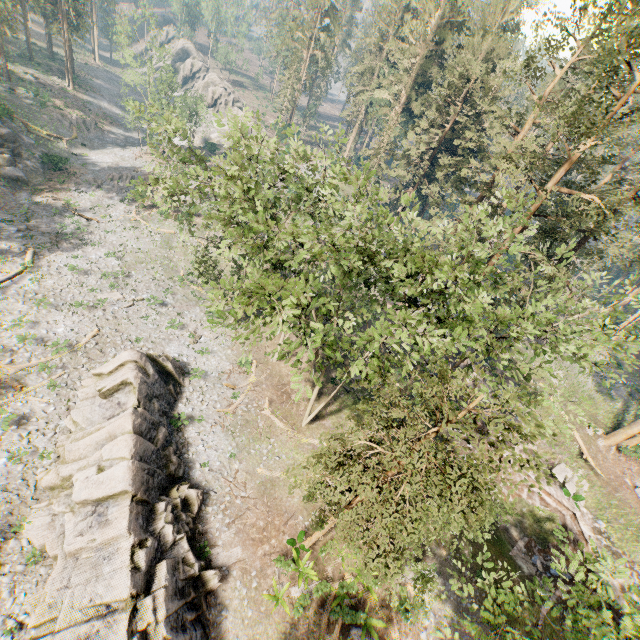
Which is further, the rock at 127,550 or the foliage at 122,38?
the foliage at 122,38

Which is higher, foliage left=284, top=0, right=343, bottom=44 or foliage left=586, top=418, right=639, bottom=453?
foliage left=284, top=0, right=343, bottom=44

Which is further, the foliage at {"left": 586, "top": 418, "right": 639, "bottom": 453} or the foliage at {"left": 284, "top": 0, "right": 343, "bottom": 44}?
the foliage at {"left": 284, "top": 0, "right": 343, "bottom": 44}

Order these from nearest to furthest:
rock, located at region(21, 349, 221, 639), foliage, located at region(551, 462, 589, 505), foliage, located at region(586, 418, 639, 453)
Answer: rock, located at region(21, 349, 221, 639) < foliage, located at region(551, 462, 589, 505) < foliage, located at region(586, 418, 639, 453)

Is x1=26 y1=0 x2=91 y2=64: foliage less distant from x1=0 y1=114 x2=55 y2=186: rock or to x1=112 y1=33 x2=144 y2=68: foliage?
x1=0 y1=114 x2=55 y2=186: rock

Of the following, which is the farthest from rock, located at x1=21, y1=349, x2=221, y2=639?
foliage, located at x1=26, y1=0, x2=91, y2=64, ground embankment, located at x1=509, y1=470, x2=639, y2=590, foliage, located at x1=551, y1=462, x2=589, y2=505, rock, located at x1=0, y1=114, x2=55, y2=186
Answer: foliage, located at x1=26, y1=0, x2=91, y2=64

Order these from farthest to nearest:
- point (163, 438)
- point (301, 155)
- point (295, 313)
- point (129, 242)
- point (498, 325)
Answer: point (129, 242)
point (301, 155)
point (163, 438)
point (498, 325)
point (295, 313)

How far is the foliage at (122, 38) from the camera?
45.66m
